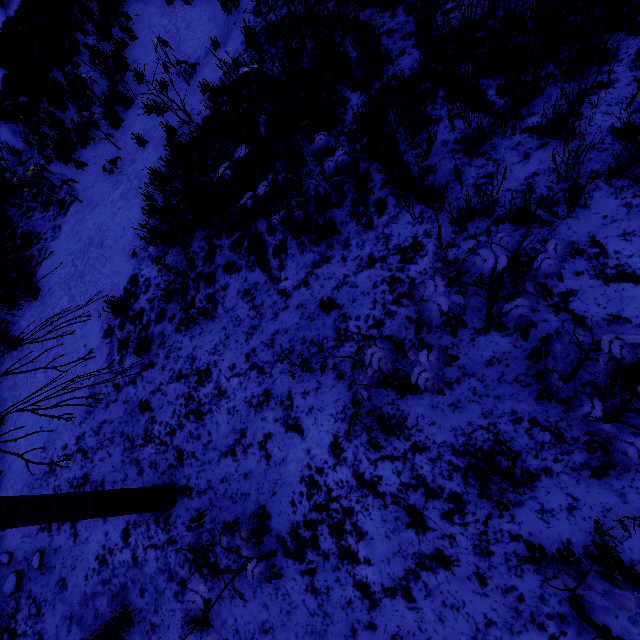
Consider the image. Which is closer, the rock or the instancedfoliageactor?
the instancedfoliageactor

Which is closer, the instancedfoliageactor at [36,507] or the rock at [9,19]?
the instancedfoliageactor at [36,507]

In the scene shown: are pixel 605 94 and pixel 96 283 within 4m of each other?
no

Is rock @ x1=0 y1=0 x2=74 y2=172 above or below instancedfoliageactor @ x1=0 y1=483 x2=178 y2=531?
above

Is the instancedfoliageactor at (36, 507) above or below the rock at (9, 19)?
below
